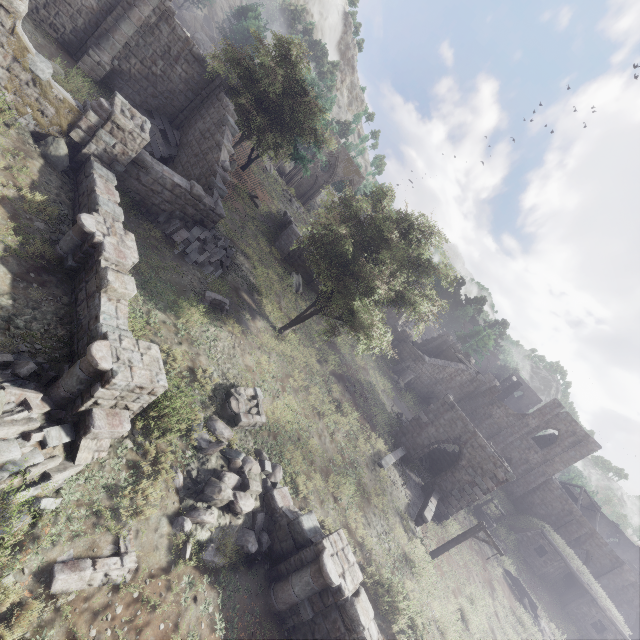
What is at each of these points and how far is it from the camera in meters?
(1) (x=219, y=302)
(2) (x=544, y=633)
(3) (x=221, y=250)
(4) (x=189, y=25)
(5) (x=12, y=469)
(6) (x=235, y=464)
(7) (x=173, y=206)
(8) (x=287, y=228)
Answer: (1) building, 14.2 m
(2) rubble, 21.8 m
(3) rubble, 17.2 m
(4) rock, 50.8 m
(5) rubble, 5.5 m
(6) rubble, 9.4 m
(7) building, 14.8 m
(8) building, 27.2 m

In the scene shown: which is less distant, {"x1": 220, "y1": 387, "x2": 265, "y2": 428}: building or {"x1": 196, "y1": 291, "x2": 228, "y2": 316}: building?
{"x1": 220, "y1": 387, "x2": 265, "y2": 428}: building

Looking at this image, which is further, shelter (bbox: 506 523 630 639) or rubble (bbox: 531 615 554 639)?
shelter (bbox: 506 523 630 639)

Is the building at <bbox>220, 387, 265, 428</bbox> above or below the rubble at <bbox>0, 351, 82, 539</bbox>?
above

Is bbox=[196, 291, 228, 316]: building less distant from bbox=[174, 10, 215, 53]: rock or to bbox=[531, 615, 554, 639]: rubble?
bbox=[531, 615, 554, 639]: rubble

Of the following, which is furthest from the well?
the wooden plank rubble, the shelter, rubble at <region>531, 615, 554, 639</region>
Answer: the wooden plank rubble

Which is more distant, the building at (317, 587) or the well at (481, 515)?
the well at (481, 515)

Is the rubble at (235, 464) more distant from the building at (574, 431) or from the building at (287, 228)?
the building at (287, 228)
